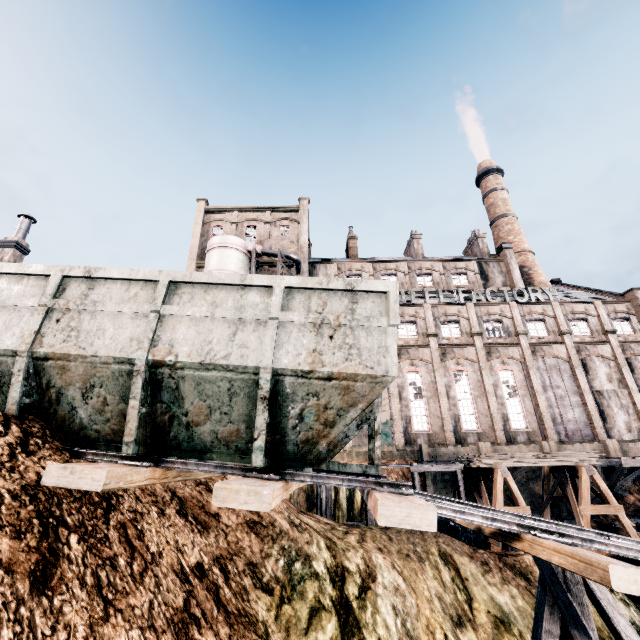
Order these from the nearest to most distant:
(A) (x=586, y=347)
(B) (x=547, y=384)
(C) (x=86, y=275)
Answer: (C) (x=86, y=275), (B) (x=547, y=384), (A) (x=586, y=347)

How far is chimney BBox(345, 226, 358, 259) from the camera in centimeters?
4506cm

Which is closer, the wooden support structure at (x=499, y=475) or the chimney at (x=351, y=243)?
the wooden support structure at (x=499, y=475)

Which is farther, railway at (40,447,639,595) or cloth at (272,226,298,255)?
cloth at (272,226,298,255)

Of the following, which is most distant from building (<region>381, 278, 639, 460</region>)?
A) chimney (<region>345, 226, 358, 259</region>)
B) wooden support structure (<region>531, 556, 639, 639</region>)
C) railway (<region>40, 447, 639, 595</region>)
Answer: wooden support structure (<region>531, 556, 639, 639</region>)

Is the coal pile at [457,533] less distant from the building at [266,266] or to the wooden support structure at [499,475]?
the wooden support structure at [499,475]

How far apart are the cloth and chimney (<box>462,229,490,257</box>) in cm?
2539

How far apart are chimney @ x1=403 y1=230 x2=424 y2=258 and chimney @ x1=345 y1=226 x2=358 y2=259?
7.54m
